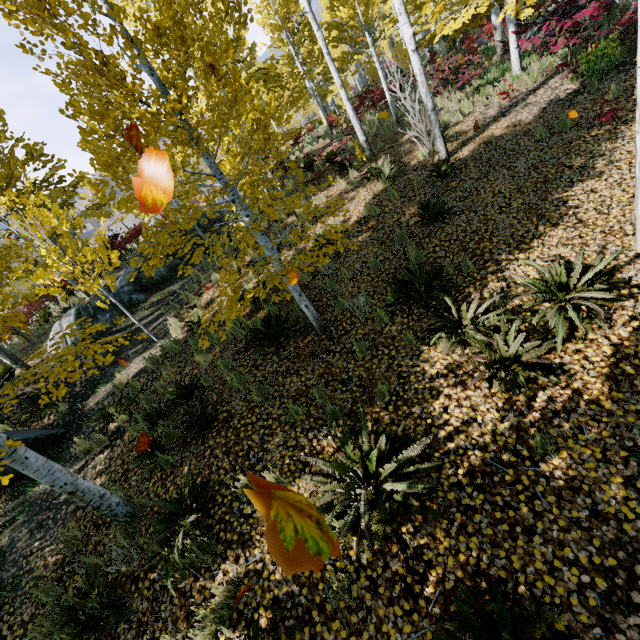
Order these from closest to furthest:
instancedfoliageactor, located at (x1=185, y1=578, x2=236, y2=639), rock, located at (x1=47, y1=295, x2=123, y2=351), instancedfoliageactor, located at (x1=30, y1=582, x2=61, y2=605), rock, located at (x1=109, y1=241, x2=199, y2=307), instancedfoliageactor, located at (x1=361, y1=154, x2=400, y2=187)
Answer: instancedfoliageactor, located at (x1=185, y1=578, x2=236, y2=639)
instancedfoliageactor, located at (x1=30, y1=582, x2=61, y2=605)
instancedfoliageactor, located at (x1=361, y1=154, x2=400, y2=187)
rock, located at (x1=47, y1=295, x2=123, y2=351)
rock, located at (x1=109, y1=241, x2=199, y2=307)

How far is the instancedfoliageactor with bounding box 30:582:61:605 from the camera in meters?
4.5

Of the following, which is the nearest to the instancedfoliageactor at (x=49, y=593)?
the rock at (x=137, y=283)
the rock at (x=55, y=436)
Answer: the rock at (x=137, y=283)

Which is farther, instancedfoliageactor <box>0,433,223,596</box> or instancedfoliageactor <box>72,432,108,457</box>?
instancedfoliageactor <box>72,432,108,457</box>

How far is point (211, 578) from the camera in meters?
3.6 m

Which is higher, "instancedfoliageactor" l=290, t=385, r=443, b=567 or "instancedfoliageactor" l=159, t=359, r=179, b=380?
"instancedfoliageactor" l=159, t=359, r=179, b=380
